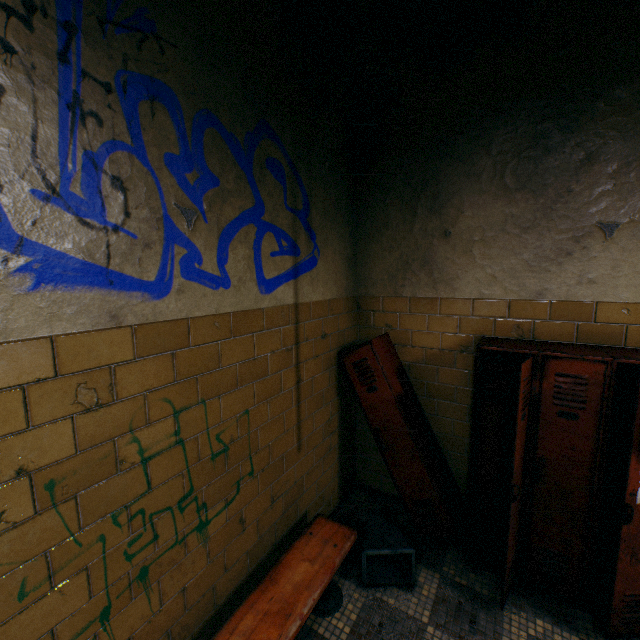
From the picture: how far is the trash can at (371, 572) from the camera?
2.3m

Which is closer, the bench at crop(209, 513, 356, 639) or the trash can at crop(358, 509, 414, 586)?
the bench at crop(209, 513, 356, 639)

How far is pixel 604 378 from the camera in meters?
1.8 m

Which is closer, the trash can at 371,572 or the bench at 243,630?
the bench at 243,630

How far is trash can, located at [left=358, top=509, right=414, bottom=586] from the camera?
2.3 meters
